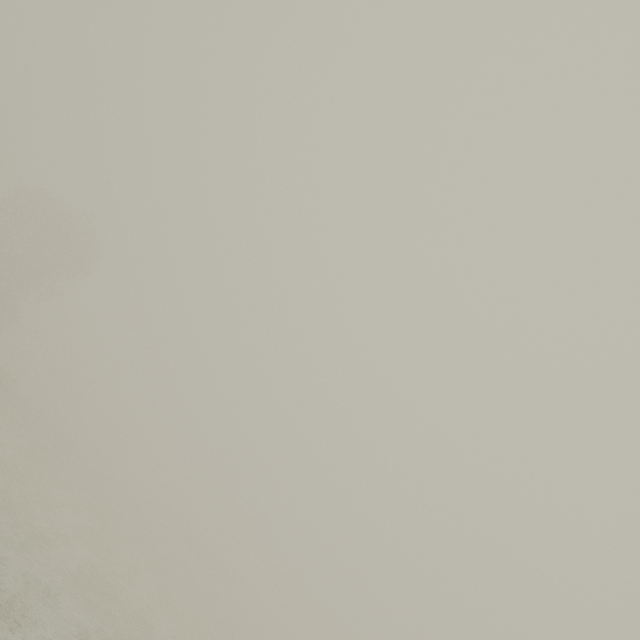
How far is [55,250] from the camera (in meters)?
37.38
